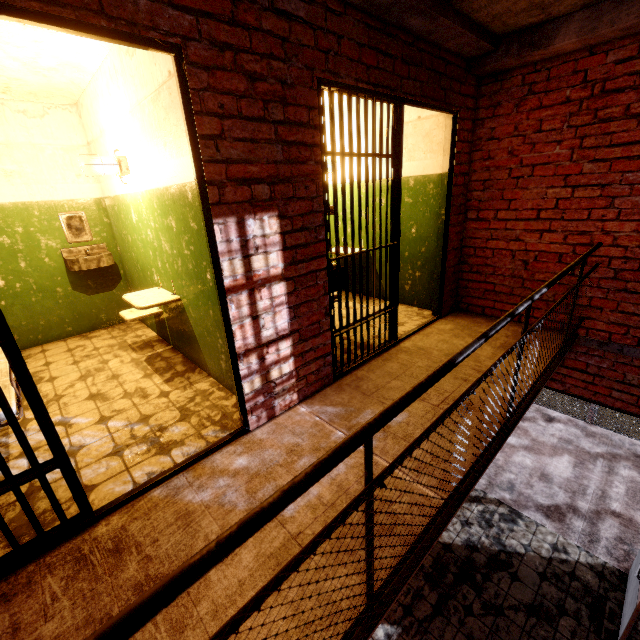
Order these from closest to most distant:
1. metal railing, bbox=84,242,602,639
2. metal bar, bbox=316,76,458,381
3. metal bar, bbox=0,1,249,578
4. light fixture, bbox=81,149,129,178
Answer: metal railing, bbox=84,242,602,639
metal bar, bbox=0,1,249,578
metal bar, bbox=316,76,458,381
light fixture, bbox=81,149,129,178

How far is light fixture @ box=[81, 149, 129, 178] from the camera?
3.1m

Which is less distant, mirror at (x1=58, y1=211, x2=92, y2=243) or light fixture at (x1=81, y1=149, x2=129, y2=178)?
light fixture at (x1=81, y1=149, x2=129, y2=178)

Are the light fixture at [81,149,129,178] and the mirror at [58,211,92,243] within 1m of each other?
no

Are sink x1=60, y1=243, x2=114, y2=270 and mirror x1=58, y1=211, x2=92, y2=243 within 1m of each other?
yes

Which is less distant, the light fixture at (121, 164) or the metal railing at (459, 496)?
the metal railing at (459, 496)

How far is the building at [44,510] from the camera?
1.9 meters

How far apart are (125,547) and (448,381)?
2.6 meters
